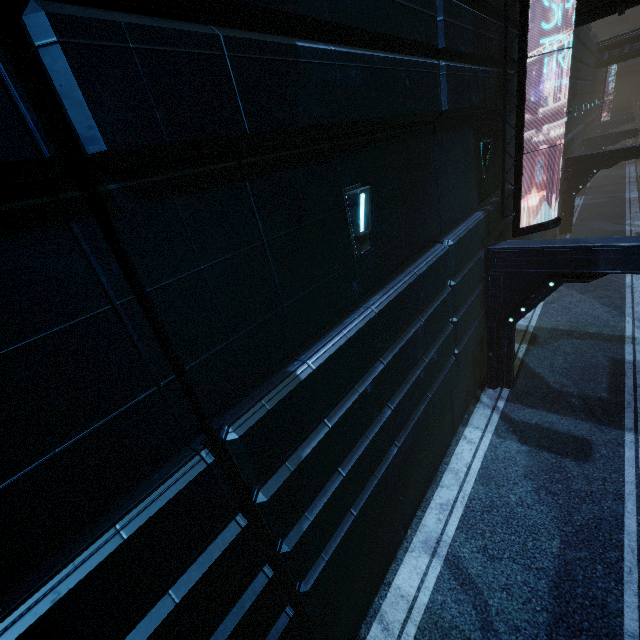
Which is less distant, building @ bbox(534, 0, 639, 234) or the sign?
the sign

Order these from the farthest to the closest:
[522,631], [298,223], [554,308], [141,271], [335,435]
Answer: [554,308]
[522,631]
[335,435]
[298,223]
[141,271]

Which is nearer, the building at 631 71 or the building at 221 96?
the building at 221 96

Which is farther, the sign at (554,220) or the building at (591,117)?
the building at (591,117)

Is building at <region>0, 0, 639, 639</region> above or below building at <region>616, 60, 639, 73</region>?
below

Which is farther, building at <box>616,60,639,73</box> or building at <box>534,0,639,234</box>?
building at <box>616,60,639,73</box>

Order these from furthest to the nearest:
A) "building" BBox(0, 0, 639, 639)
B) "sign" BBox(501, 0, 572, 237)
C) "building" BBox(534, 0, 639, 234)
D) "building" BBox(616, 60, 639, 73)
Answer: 1. "building" BBox(616, 60, 639, 73)
2. "building" BBox(534, 0, 639, 234)
3. "sign" BBox(501, 0, 572, 237)
4. "building" BBox(0, 0, 639, 639)
